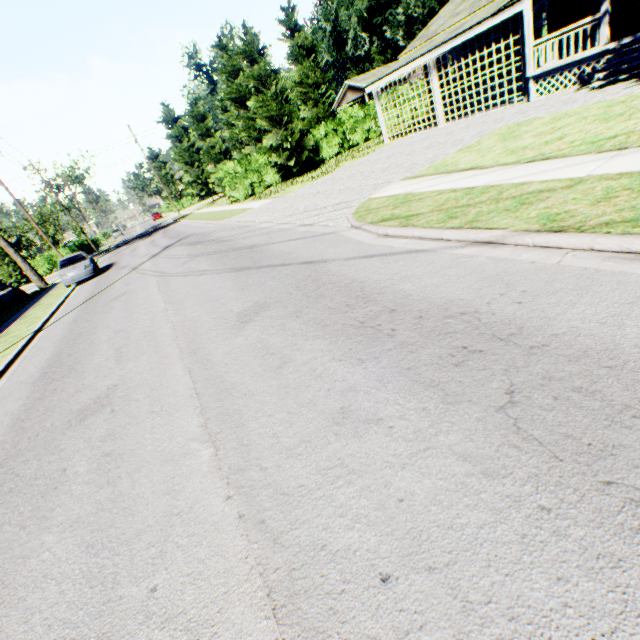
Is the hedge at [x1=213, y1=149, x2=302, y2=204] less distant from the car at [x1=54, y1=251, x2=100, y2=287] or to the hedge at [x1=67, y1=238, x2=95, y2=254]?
the car at [x1=54, y1=251, x2=100, y2=287]

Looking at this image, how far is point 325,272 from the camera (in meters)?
5.96

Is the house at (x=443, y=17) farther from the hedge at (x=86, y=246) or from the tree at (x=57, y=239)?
the tree at (x=57, y=239)

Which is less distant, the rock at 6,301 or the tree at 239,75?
the tree at 239,75

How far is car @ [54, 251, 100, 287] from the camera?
18.7m

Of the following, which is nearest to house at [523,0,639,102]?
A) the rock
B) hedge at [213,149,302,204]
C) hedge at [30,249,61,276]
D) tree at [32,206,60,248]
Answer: hedge at [213,149,302,204]

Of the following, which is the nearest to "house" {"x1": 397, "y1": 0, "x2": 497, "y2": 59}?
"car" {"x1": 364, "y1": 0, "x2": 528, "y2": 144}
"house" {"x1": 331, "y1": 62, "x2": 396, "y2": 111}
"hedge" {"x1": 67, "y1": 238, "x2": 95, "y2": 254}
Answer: "car" {"x1": 364, "y1": 0, "x2": 528, "y2": 144}

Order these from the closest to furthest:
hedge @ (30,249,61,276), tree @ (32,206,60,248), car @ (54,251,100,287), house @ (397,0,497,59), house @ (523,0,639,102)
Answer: house @ (523,0,639,102)
house @ (397,0,497,59)
car @ (54,251,100,287)
hedge @ (30,249,61,276)
tree @ (32,206,60,248)
